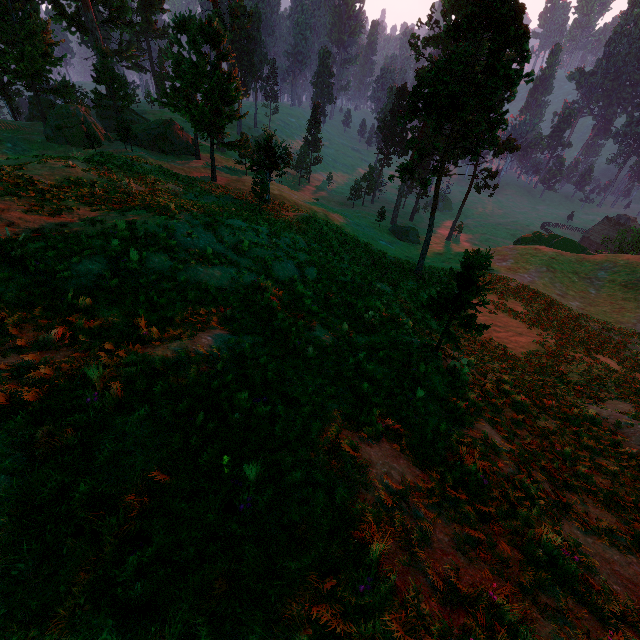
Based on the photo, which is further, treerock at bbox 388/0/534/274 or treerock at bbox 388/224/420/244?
treerock at bbox 388/224/420/244

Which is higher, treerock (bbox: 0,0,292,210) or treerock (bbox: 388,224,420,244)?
treerock (bbox: 0,0,292,210)

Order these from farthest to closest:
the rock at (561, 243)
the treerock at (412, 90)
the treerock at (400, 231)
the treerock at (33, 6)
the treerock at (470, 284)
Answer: the treerock at (400, 231), the rock at (561, 243), the treerock at (33, 6), the treerock at (412, 90), the treerock at (470, 284)

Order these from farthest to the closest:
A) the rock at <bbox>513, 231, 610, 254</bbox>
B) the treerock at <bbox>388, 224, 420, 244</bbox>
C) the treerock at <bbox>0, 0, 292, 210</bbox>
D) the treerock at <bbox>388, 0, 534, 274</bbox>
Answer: the treerock at <bbox>388, 224, 420, 244</bbox> → the rock at <bbox>513, 231, 610, 254</bbox> → the treerock at <bbox>0, 0, 292, 210</bbox> → the treerock at <bbox>388, 0, 534, 274</bbox>

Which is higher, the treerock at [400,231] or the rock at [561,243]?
the rock at [561,243]

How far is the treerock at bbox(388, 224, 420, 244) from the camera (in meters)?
54.38

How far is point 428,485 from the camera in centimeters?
500cm
